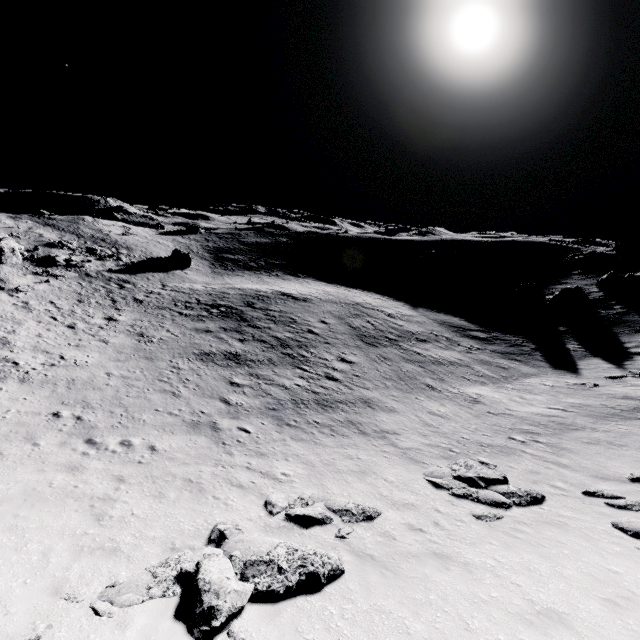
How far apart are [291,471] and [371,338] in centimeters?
1816cm

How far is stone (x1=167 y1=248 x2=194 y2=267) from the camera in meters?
48.2 m

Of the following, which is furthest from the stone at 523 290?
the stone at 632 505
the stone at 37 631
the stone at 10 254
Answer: the stone at 10 254

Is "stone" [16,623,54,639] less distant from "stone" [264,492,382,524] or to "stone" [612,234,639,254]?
"stone" [264,492,382,524]

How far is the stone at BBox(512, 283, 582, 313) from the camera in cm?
3547

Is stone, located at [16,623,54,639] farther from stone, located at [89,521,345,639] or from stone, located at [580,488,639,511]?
stone, located at [580,488,639,511]

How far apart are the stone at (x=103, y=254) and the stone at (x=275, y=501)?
43.2m

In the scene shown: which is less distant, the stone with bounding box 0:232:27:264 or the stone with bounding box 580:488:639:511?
the stone with bounding box 580:488:639:511
